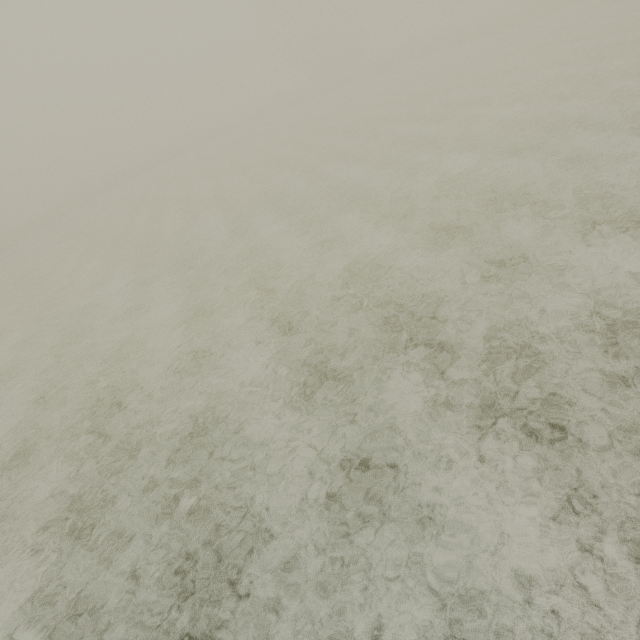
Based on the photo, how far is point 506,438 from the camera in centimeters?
442cm
